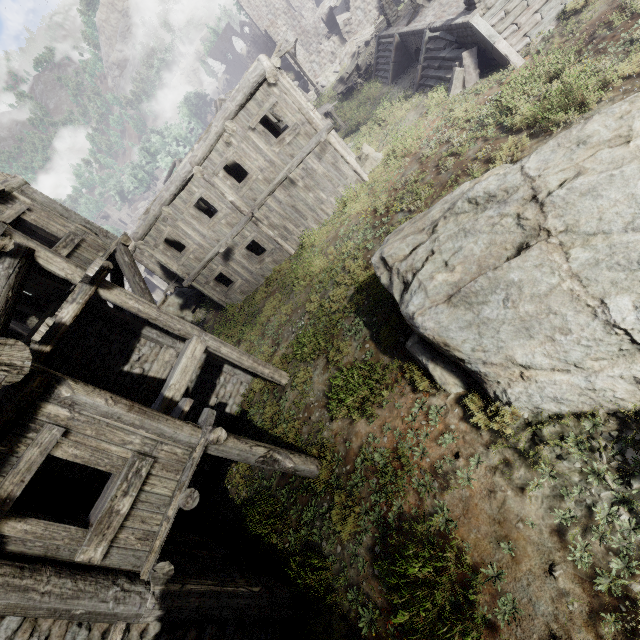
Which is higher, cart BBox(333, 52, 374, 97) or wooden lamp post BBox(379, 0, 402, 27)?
wooden lamp post BBox(379, 0, 402, 27)

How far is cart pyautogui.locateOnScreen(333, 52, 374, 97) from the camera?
22.14m

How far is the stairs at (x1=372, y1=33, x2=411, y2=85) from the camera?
17.52m

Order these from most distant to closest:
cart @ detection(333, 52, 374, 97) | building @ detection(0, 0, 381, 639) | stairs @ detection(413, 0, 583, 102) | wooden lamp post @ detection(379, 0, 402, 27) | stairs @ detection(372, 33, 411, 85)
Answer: cart @ detection(333, 52, 374, 97)
wooden lamp post @ detection(379, 0, 402, 27)
stairs @ detection(372, 33, 411, 85)
stairs @ detection(413, 0, 583, 102)
building @ detection(0, 0, 381, 639)

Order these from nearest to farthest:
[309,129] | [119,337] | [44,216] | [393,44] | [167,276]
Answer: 1. [44,216]
2. [119,337]
3. [309,129]
4. [393,44]
5. [167,276]

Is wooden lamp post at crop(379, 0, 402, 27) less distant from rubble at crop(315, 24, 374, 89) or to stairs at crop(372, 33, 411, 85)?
stairs at crop(372, 33, 411, 85)

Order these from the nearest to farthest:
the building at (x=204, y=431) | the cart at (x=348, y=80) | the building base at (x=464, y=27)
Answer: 1. the building at (x=204, y=431)
2. the building base at (x=464, y=27)
3. the cart at (x=348, y=80)

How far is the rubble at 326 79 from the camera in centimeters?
2998cm
